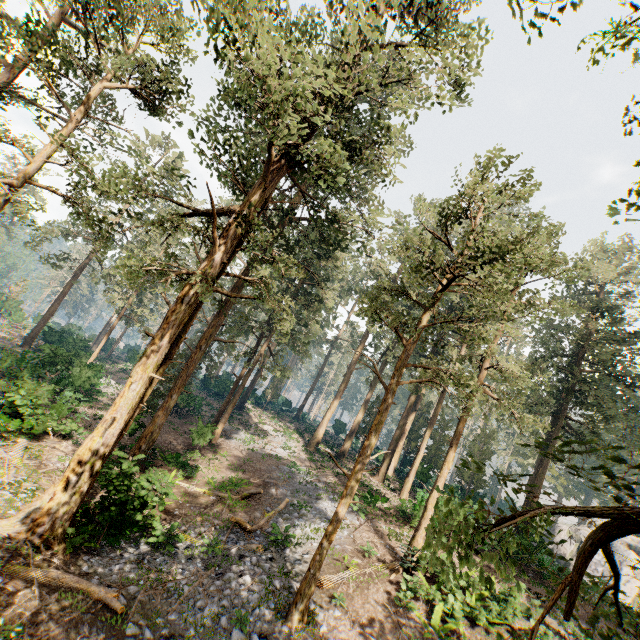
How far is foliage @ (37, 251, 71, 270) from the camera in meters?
32.0 m

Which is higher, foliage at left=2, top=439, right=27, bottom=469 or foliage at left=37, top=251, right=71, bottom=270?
foliage at left=37, top=251, right=71, bottom=270

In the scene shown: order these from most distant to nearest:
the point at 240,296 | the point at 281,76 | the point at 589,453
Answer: the point at 589,453 → the point at 240,296 → the point at 281,76

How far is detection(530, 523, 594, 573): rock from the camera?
22.8m

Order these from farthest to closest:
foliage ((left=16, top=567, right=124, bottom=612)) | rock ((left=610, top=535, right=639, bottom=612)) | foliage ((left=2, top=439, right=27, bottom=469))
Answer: rock ((left=610, top=535, right=639, bottom=612)), foliage ((left=2, top=439, right=27, bottom=469)), foliage ((left=16, top=567, right=124, bottom=612))

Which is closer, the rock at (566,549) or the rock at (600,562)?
the rock at (566,549)

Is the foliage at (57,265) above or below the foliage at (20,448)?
above
